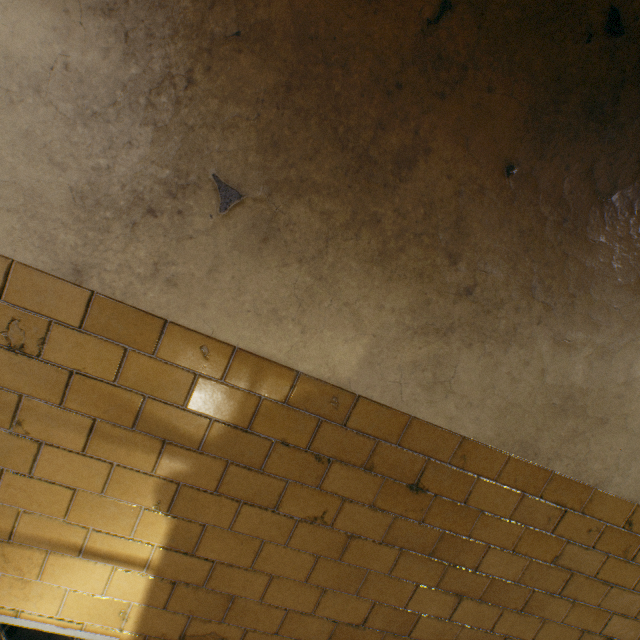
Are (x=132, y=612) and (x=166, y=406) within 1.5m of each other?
yes
